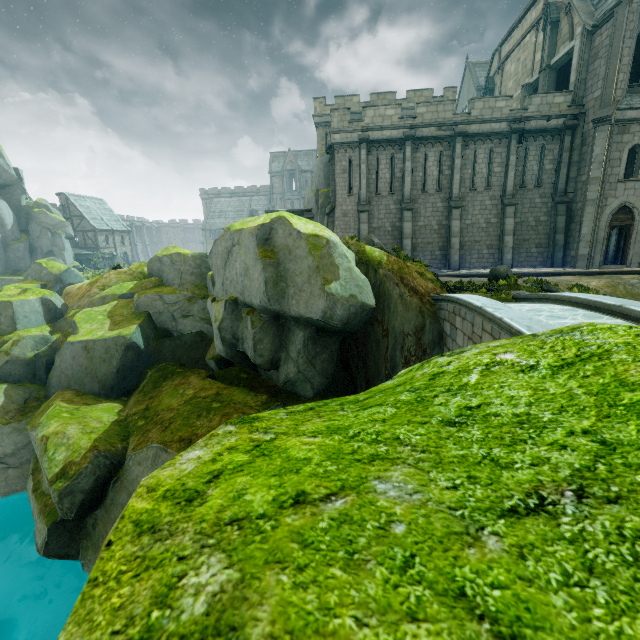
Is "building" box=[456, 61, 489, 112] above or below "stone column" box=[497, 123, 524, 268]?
above

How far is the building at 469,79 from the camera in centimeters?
4906cm

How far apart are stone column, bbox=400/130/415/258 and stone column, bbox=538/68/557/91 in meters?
10.1

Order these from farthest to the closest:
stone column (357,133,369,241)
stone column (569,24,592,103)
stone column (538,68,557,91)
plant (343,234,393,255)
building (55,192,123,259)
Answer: building (55,192,123,259) < stone column (538,68,557,91) < stone column (357,133,369,241) < stone column (569,24,592,103) < plant (343,234,393,255)

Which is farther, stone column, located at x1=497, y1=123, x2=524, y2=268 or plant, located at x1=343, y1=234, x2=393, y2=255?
stone column, located at x1=497, y1=123, x2=524, y2=268

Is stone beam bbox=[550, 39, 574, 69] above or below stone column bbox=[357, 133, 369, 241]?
above

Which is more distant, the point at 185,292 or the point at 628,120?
the point at 628,120

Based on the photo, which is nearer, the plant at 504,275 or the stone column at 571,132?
the plant at 504,275
